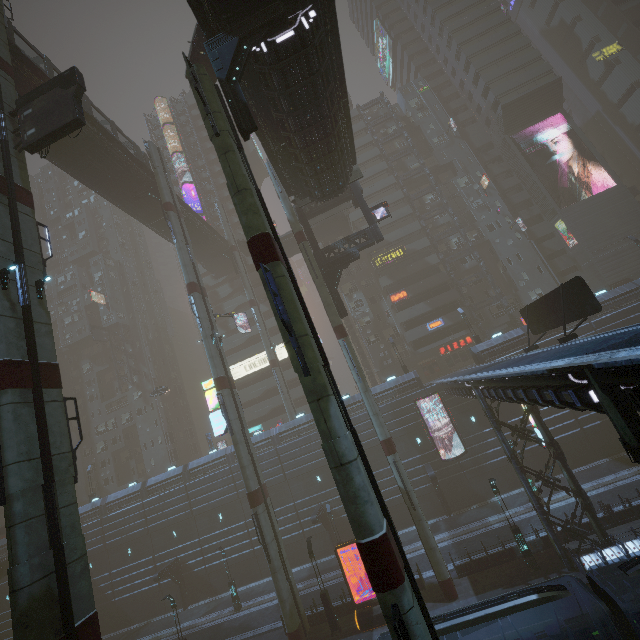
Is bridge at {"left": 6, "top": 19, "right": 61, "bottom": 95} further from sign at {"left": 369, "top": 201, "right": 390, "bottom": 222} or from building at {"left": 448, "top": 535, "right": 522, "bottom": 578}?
sign at {"left": 369, "top": 201, "right": 390, "bottom": 222}

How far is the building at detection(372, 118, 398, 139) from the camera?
56.4 meters

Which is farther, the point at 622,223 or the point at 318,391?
the point at 622,223

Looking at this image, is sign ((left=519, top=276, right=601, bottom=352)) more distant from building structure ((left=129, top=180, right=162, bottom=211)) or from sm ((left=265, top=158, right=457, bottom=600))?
building structure ((left=129, top=180, right=162, bottom=211))

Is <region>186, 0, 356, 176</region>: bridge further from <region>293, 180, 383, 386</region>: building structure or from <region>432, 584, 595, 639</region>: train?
<region>432, 584, 595, 639</region>: train

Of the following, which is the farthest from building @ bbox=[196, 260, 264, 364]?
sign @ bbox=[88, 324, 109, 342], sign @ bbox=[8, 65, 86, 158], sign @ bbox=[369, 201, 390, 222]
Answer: sign @ bbox=[8, 65, 86, 158]

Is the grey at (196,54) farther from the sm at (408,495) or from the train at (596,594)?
the train at (596,594)

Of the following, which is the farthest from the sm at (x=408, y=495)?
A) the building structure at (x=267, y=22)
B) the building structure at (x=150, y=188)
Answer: the building structure at (x=267, y=22)
